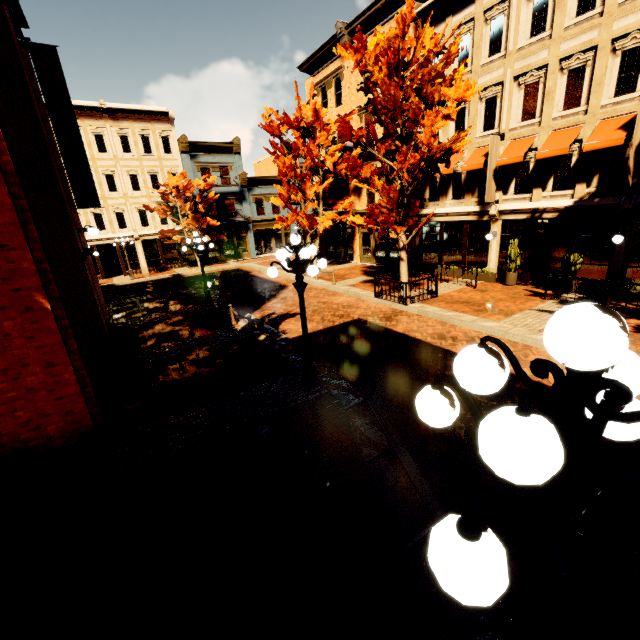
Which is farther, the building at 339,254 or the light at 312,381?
the building at 339,254

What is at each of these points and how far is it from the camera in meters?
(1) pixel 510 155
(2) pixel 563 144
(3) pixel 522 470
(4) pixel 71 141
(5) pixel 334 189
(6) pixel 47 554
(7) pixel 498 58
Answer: (1) awning, 14.0
(2) awning, 12.4
(3) light, 1.0
(4) banner, 11.4
(5) building, 25.8
(6) z, 4.6
(7) building, 14.4

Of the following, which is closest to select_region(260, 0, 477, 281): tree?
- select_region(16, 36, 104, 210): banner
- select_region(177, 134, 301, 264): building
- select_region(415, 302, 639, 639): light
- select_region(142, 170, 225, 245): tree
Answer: select_region(415, 302, 639, 639): light

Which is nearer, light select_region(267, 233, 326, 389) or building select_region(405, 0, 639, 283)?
light select_region(267, 233, 326, 389)

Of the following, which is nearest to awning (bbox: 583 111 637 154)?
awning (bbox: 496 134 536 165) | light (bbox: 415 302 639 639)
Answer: awning (bbox: 496 134 536 165)

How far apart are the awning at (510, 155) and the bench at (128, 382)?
16.32m

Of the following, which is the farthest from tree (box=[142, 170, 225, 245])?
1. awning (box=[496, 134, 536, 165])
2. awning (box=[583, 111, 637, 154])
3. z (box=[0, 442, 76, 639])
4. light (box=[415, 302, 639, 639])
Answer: light (box=[415, 302, 639, 639])

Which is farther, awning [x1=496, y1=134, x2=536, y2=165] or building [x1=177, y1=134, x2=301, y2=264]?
building [x1=177, y1=134, x2=301, y2=264]
